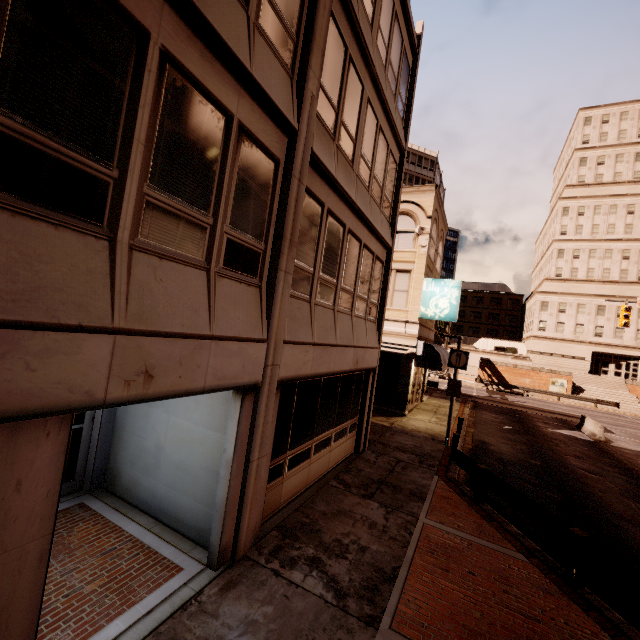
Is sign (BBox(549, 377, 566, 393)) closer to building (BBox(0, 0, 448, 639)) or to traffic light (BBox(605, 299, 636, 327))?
traffic light (BBox(605, 299, 636, 327))

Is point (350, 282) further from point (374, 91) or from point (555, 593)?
point (555, 593)

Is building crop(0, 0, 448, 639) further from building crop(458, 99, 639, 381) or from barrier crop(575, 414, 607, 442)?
building crop(458, 99, 639, 381)

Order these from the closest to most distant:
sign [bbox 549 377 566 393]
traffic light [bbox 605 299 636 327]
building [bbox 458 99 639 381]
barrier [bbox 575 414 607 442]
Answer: barrier [bbox 575 414 607 442] → traffic light [bbox 605 299 636 327] → sign [bbox 549 377 566 393] → building [bbox 458 99 639 381]

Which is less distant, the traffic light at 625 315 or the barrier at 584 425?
the barrier at 584 425

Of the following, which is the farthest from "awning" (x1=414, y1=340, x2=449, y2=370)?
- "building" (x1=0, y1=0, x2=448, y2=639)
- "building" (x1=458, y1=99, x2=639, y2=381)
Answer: "building" (x1=458, y1=99, x2=639, y2=381)

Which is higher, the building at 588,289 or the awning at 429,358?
the building at 588,289

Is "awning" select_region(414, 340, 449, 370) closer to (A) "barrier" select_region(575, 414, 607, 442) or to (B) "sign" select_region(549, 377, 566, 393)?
(A) "barrier" select_region(575, 414, 607, 442)
